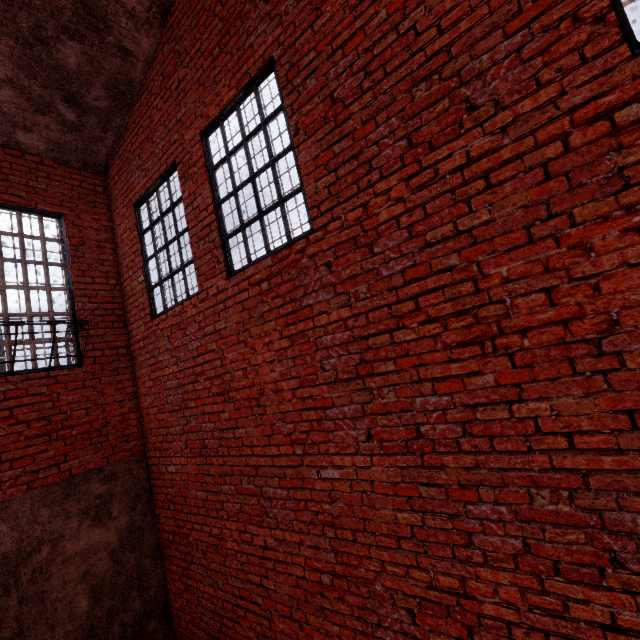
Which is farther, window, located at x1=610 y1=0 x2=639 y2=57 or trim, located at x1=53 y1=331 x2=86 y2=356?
trim, located at x1=53 y1=331 x2=86 y2=356

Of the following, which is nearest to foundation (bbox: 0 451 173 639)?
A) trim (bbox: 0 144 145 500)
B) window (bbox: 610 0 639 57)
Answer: trim (bbox: 0 144 145 500)

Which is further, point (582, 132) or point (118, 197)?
point (118, 197)

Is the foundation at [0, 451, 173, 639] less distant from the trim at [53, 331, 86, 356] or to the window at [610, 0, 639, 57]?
the trim at [53, 331, 86, 356]

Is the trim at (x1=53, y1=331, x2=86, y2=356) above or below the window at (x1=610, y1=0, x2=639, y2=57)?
below

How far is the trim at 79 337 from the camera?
4.8m

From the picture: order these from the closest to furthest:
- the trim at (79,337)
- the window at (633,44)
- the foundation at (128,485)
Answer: the window at (633,44) < the foundation at (128,485) < the trim at (79,337)

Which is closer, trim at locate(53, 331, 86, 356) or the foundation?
the foundation
